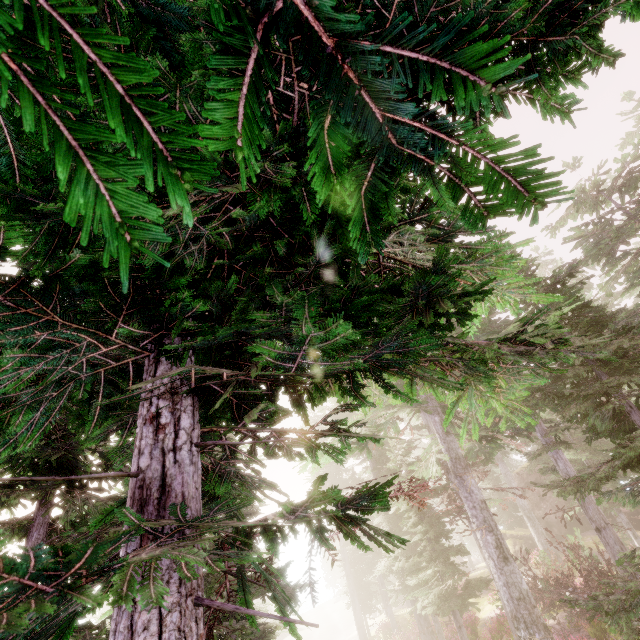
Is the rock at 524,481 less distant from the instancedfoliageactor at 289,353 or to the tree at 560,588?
the instancedfoliageactor at 289,353

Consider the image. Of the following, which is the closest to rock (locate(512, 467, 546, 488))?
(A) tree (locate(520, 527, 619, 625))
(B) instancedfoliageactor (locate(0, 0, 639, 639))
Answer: (B) instancedfoliageactor (locate(0, 0, 639, 639))

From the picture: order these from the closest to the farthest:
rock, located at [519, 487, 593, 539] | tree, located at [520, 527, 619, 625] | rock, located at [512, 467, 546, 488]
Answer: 1. tree, located at [520, 527, 619, 625]
2. rock, located at [519, 487, 593, 539]
3. rock, located at [512, 467, 546, 488]

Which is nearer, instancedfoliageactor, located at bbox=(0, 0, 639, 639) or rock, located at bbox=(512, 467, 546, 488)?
instancedfoliageactor, located at bbox=(0, 0, 639, 639)

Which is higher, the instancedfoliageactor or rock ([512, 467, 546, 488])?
rock ([512, 467, 546, 488])

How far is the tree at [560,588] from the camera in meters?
13.8 m

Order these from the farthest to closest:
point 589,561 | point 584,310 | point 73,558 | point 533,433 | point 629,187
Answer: point 533,433 → point 589,561 → point 629,187 → point 584,310 → point 73,558

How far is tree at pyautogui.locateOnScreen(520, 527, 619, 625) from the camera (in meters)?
13.81
